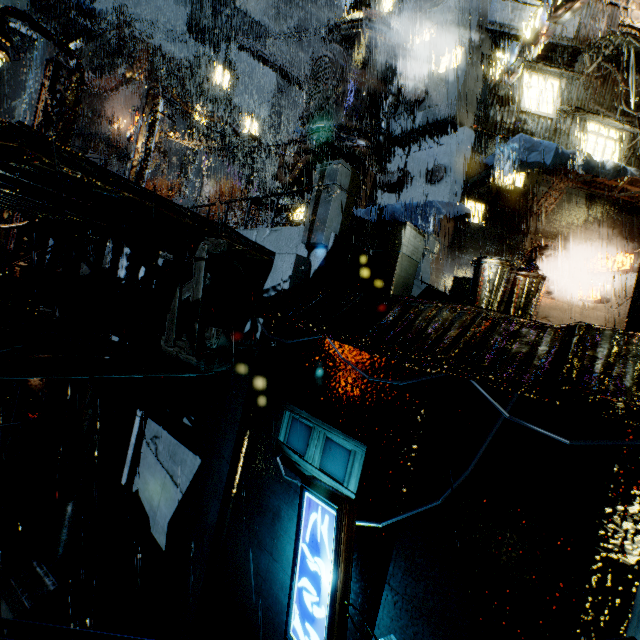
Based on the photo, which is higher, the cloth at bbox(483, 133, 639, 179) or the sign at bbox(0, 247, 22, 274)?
the cloth at bbox(483, 133, 639, 179)

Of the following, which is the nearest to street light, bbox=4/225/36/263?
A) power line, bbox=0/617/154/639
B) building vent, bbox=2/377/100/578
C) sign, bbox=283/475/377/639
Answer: building vent, bbox=2/377/100/578

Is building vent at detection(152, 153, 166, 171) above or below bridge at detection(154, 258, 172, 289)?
above

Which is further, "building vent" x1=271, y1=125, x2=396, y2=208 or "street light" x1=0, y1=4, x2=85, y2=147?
"building vent" x1=271, y1=125, x2=396, y2=208

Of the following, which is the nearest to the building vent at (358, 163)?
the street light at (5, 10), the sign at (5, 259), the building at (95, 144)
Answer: the building at (95, 144)

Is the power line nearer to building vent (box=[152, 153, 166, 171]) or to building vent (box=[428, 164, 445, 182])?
building vent (box=[428, 164, 445, 182])

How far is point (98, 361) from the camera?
5.02m

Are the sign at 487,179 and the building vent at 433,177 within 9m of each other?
yes
